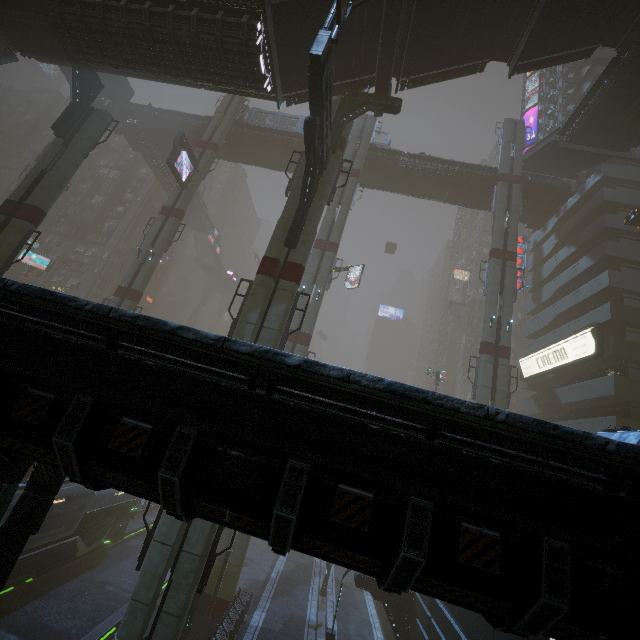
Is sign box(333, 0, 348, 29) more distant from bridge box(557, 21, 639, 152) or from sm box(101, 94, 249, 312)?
bridge box(557, 21, 639, 152)

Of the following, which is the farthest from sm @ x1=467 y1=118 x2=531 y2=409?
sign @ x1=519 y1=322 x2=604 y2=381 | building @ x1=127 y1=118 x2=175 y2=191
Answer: building @ x1=127 y1=118 x2=175 y2=191

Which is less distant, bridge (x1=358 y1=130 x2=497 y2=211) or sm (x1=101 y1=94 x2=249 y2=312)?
sm (x1=101 y1=94 x2=249 y2=312)

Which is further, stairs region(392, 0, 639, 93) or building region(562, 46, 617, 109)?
building region(562, 46, 617, 109)

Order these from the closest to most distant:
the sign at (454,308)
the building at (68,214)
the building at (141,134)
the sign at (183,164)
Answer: the sign at (183,164) < the building at (141,134) < the building at (68,214) < the sign at (454,308)

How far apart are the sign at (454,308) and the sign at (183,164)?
46.8m

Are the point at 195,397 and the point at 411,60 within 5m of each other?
no

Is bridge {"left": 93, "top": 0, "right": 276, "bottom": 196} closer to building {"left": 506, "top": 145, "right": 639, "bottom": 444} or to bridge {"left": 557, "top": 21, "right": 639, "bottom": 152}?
building {"left": 506, "top": 145, "right": 639, "bottom": 444}
